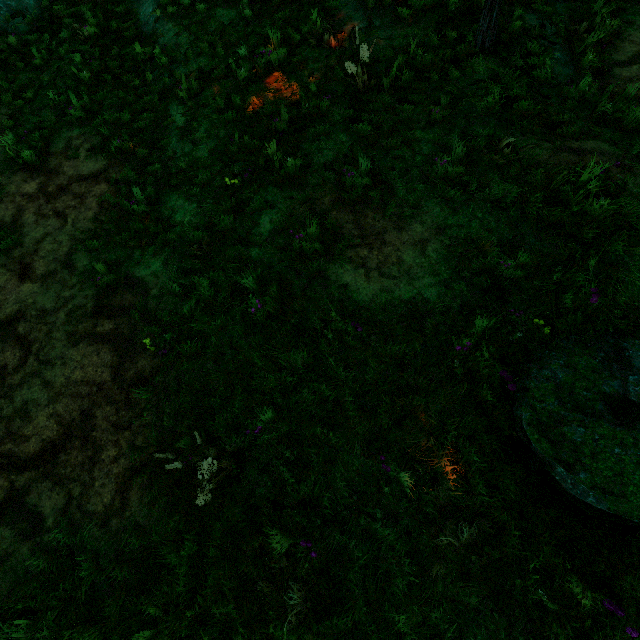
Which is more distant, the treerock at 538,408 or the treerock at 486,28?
the treerock at 486,28

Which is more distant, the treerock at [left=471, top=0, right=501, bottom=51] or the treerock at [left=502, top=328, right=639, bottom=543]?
the treerock at [left=471, top=0, right=501, bottom=51]

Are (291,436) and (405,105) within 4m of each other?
no

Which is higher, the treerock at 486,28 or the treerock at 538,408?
the treerock at 486,28

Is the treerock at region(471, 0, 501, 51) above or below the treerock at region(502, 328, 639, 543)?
above
